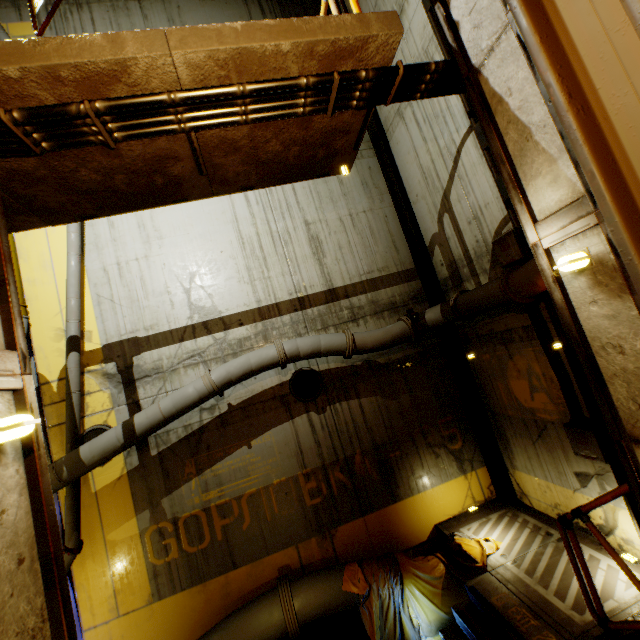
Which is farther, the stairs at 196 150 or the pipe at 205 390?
the pipe at 205 390

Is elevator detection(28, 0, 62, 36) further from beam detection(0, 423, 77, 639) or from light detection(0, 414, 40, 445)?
light detection(0, 414, 40, 445)

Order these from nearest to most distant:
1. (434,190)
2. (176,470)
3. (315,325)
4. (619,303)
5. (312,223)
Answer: (619,303), (176,470), (434,190), (315,325), (312,223)

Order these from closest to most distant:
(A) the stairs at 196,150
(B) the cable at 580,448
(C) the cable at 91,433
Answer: (A) the stairs at 196,150 → (B) the cable at 580,448 → (C) the cable at 91,433

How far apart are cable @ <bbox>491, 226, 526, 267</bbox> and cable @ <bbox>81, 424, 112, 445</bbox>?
8.59m

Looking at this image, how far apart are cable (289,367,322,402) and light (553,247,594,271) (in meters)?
6.11

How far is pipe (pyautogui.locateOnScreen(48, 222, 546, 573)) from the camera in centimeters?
566cm

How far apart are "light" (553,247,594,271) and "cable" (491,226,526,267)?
3.7 meters
